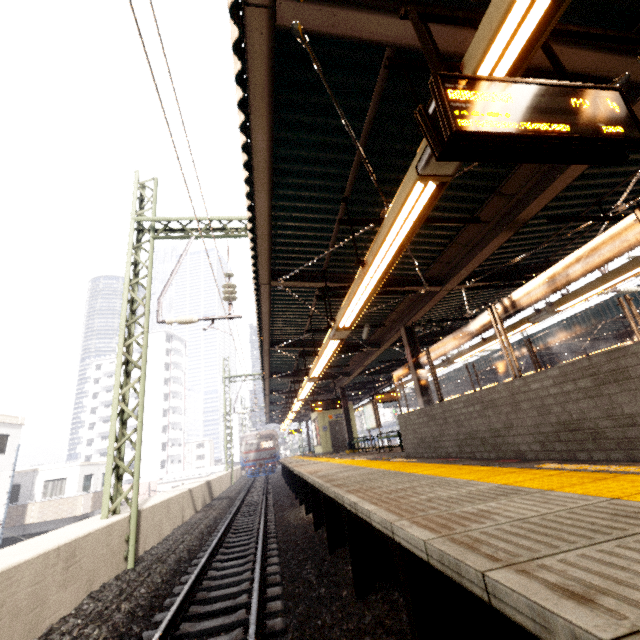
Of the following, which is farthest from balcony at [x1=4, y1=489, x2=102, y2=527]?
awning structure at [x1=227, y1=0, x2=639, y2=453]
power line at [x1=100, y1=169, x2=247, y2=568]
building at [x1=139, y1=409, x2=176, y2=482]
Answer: building at [x1=139, y1=409, x2=176, y2=482]

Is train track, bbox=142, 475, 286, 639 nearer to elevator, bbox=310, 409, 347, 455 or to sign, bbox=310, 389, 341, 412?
elevator, bbox=310, 409, 347, 455

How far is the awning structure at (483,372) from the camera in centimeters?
2080cm

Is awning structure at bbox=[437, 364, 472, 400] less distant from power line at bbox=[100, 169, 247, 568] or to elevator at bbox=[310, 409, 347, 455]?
elevator at bbox=[310, 409, 347, 455]

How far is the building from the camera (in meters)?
56.18

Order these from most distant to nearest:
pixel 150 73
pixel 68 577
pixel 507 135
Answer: pixel 68 577, pixel 150 73, pixel 507 135

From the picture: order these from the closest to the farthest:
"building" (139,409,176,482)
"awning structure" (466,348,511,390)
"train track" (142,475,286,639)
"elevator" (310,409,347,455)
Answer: "train track" (142,475,286,639) → "elevator" (310,409,347,455) → "awning structure" (466,348,511,390) → "building" (139,409,176,482)
